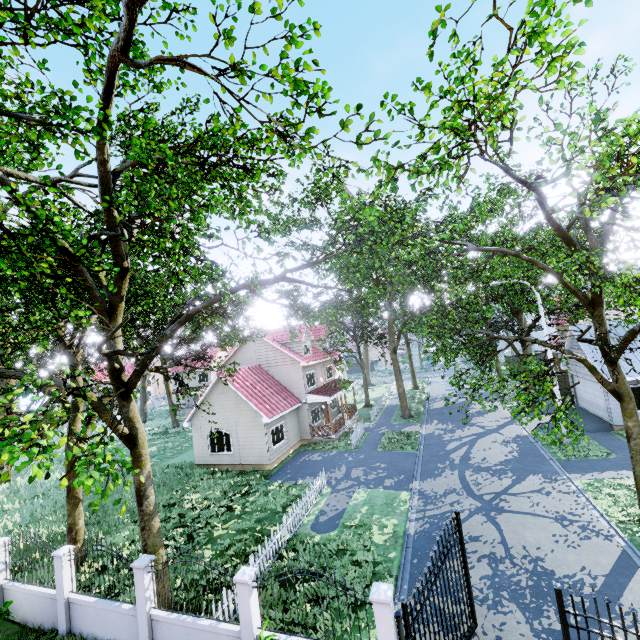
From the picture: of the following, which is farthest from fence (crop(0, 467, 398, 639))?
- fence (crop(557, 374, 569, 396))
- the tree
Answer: fence (crop(557, 374, 569, 396))

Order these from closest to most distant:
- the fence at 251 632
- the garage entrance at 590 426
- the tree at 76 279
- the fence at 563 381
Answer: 1. the tree at 76 279
2. the fence at 251 632
3. the garage entrance at 590 426
4. the fence at 563 381

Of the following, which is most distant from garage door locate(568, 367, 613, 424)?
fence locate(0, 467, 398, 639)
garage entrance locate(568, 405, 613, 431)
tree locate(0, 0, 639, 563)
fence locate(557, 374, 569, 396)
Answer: fence locate(0, 467, 398, 639)

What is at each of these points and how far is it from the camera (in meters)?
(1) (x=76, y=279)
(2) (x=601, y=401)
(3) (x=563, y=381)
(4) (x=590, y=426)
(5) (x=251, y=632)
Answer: (1) tree, 6.99
(2) garage door, 20.94
(3) fence, 28.83
(4) garage entrance, 20.52
(5) fence, 7.42

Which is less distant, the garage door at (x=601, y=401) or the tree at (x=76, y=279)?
the tree at (x=76, y=279)

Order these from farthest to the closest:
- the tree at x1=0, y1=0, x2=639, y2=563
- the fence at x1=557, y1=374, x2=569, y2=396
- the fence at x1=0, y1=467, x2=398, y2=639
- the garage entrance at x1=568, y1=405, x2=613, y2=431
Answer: the fence at x1=557, y1=374, x2=569, y2=396 → the garage entrance at x1=568, y1=405, x2=613, y2=431 → the fence at x1=0, y1=467, x2=398, y2=639 → the tree at x1=0, y1=0, x2=639, y2=563

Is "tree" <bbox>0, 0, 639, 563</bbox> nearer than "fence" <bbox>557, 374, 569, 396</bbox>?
Yes
